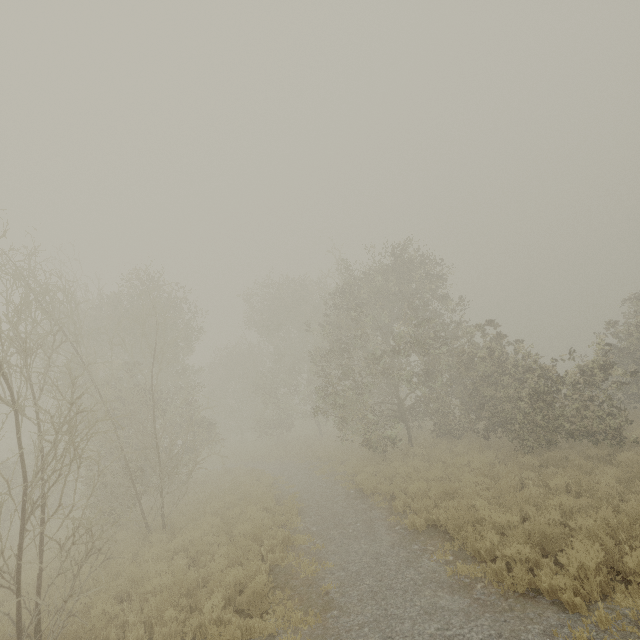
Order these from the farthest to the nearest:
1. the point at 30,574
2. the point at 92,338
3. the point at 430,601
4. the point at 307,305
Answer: the point at 307,305
the point at 92,338
the point at 30,574
the point at 430,601
